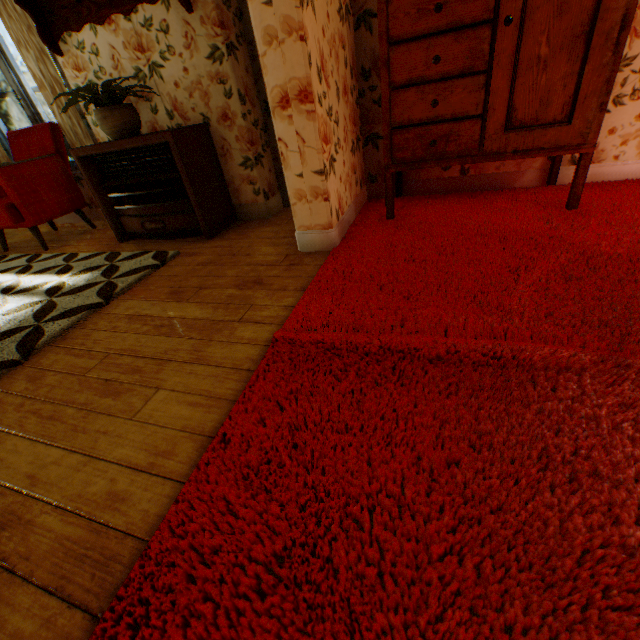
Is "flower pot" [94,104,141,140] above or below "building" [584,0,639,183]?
above

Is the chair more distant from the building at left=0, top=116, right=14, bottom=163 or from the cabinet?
the cabinet

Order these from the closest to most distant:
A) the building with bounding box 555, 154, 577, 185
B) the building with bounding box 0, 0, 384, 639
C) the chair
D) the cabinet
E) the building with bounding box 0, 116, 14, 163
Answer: the building with bounding box 0, 0, 384, 639 < the cabinet < the building with bounding box 555, 154, 577, 185 < the chair < the building with bounding box 0, 116, 14, 163

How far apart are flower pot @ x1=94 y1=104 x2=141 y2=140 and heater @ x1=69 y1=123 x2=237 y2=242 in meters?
0.1 m

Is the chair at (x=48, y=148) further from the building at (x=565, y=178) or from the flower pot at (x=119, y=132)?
the flower pot at (x=119, y=132)

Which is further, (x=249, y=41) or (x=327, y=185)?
(x=249, y=41)

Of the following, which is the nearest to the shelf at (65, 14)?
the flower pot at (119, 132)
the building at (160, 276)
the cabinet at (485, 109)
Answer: the building at (160, 276)

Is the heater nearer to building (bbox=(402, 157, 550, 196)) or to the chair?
building (bbox=(402, 157, 550, 196))
